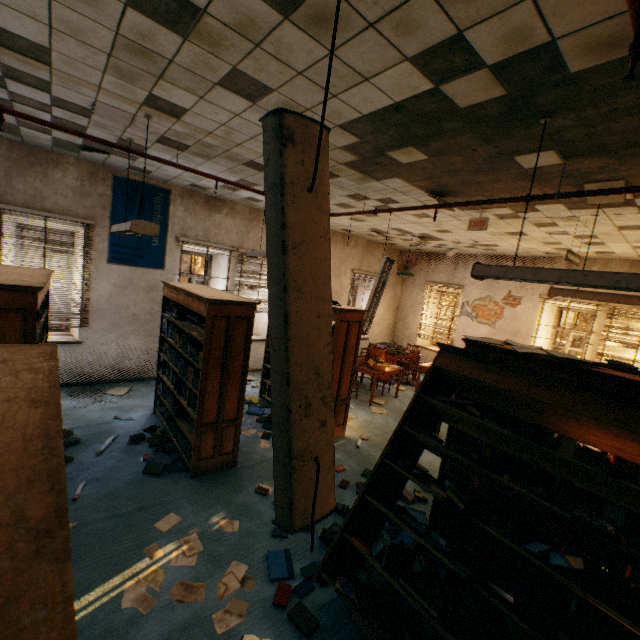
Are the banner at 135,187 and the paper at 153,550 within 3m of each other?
no

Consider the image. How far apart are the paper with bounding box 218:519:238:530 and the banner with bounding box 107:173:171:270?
4.9 meters

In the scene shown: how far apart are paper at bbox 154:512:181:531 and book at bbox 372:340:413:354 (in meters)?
7.01

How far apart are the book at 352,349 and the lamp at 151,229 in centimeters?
257cm

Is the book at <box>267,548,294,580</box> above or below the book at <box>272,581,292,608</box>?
below

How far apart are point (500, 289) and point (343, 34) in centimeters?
871cm

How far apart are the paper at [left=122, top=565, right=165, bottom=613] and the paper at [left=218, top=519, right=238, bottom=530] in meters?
0.2

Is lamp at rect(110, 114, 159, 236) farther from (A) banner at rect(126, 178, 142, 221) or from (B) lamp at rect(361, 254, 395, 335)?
(B) lamp at rect(361, 254, 395, 335)
